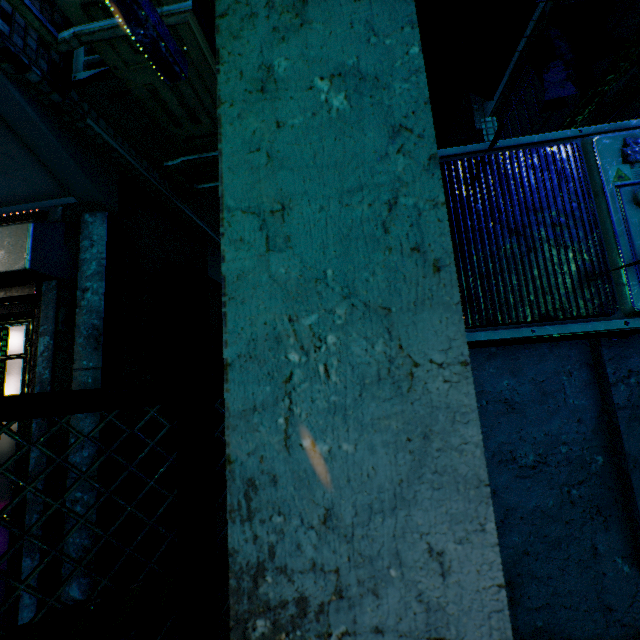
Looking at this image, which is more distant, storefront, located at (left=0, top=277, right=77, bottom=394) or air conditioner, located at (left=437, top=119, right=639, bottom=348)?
storefront, located at (left=0, top=277, right=77, bottom=394)

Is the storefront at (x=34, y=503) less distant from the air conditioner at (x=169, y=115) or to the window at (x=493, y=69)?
the air conditioner at (x=169, y=115)

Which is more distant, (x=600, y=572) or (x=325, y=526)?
(x=600, y=572)

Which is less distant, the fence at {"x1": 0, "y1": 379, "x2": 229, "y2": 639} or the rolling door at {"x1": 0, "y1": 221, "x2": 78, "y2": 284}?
the fence at {"x1": 0, "y1": 379, "x2": 229, "y2": 639}

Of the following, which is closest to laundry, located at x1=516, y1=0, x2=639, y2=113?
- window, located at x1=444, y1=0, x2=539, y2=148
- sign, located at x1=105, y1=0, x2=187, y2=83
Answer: window, located at x1=444, y1=0, x2=539, y2=148

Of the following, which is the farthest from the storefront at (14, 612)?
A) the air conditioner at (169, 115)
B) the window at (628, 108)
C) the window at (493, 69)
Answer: the window at (628, 108)

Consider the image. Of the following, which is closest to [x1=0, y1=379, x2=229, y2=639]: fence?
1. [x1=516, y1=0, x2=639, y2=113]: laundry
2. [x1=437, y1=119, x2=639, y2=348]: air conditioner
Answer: [x1=437, y1=119, x2=639, y2=348]: air conditioner
